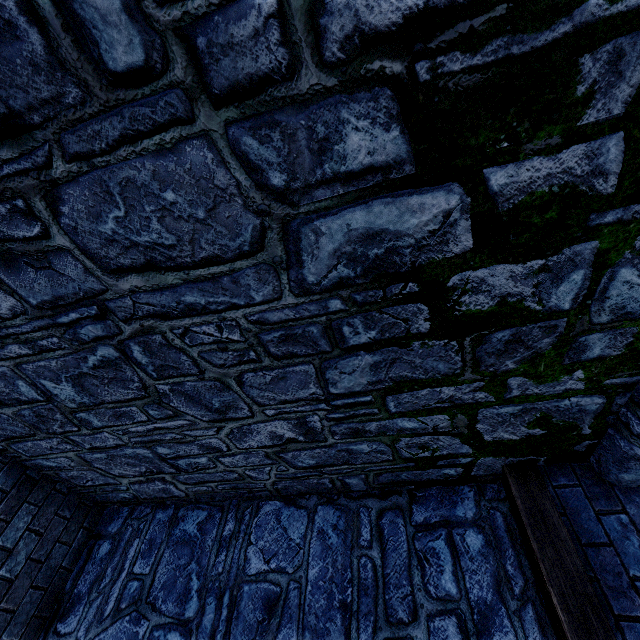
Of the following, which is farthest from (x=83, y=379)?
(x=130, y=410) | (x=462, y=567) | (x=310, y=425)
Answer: (x=462, y=567)

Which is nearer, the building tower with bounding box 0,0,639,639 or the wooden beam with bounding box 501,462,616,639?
the building tower with bounding box 0,0,639,639

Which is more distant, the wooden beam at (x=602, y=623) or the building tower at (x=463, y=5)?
the wooden beam at (x=602, y=623)
